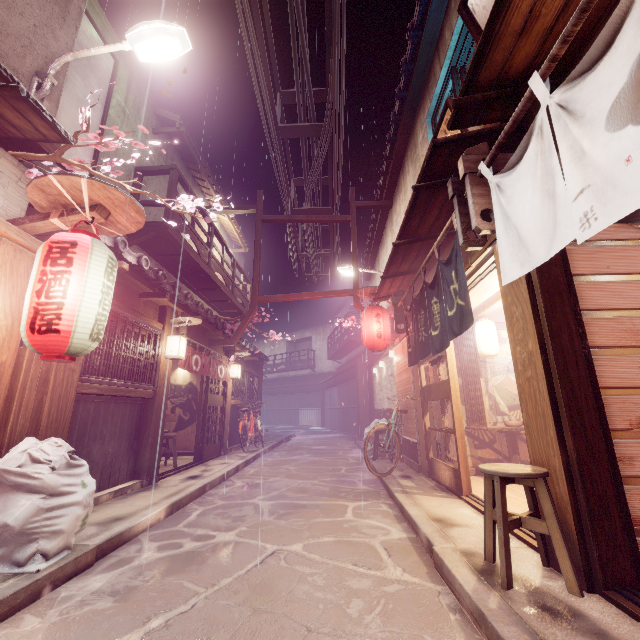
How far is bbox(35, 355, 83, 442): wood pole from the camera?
6.4m

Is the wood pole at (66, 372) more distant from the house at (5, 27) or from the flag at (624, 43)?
the flag at (624, 43)

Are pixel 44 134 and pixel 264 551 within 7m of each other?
no

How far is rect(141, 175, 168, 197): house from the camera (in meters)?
13.66

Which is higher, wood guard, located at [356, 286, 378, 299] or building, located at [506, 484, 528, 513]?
wood guard, located at [356, 286, 378, 299]

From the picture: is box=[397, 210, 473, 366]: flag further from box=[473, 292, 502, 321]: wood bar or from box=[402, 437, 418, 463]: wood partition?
box=[402, 437, 418, 463]: wood partition

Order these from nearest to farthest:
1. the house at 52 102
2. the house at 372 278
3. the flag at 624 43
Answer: the flag at 624 43 → the house at 52 102 → the house at 372 278

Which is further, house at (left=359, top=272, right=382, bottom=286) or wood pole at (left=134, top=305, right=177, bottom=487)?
house at (left=359, top=272, right=382, bottom=286)
